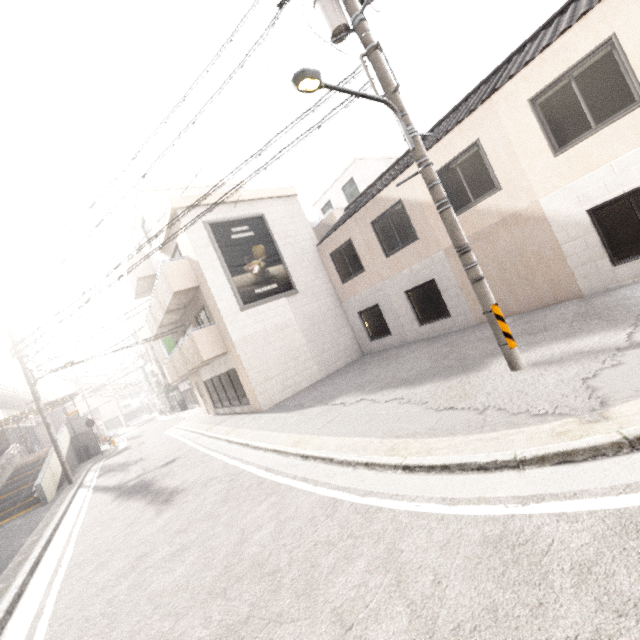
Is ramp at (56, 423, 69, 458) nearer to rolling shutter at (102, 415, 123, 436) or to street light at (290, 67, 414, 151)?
street light at (290, 67, 414, 151)

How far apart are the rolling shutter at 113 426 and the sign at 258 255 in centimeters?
4979cm

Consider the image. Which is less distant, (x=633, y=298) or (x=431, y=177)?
(x=431, y=177)

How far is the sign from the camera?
13.1m

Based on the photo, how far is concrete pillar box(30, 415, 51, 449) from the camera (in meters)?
36.09

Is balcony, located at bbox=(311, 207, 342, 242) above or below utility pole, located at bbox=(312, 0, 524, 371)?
above

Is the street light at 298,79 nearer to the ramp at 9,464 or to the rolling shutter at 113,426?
the ramp at 9,464

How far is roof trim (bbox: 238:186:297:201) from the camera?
14.34m
